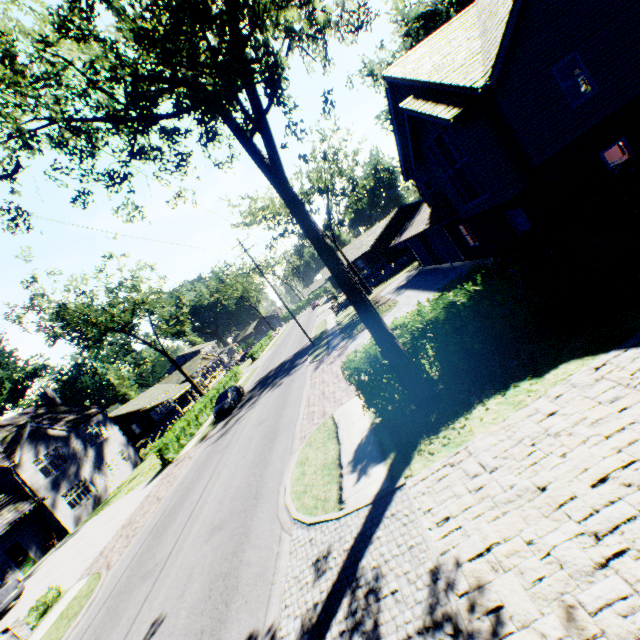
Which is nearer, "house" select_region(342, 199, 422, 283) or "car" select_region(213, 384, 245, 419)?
"car" select_region(213, 384, 245, 419)

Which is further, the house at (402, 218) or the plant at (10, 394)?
the plant at (10, 394)

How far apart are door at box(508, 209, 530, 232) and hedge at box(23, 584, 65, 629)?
25.92m

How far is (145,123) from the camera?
12.3m

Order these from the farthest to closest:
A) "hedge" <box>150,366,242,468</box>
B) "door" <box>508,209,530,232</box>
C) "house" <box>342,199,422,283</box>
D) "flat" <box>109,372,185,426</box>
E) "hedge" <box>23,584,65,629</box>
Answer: "flat" <box>109,372,185,426</box>, "house" <box>342,199,422,283</box>, "hedge" <box>150,366,242,468</box>, "door" <box>508,209,530,232</box>, "hedge" <box>23,584,65,629</box>

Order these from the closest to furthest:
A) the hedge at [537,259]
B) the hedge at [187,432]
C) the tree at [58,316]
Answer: the hedge at [537,259] → the hedge at [187,432] → the tree at [58,316]

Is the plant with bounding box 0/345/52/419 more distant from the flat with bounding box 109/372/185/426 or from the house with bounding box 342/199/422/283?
the house with bounding box 342/199/422/283

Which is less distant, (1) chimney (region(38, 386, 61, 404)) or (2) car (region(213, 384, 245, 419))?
(2) car (region(213, 384, 245, 419))
